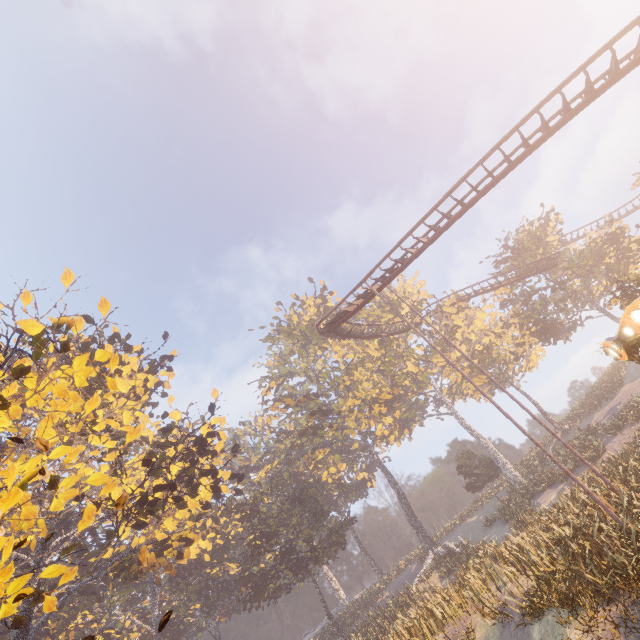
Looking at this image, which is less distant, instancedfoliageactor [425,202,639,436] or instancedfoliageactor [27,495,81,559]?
instancedfoliageactor [27,495,81,559]

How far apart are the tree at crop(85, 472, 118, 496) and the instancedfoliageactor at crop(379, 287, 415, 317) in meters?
36.5 m

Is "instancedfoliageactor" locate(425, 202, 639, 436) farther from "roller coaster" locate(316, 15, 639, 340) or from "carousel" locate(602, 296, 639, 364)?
"roller coaster" locate(316, 15, 639, 340)

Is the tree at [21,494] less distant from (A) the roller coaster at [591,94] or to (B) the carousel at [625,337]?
(B) the carousel at [625,337]

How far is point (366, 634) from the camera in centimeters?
2892cm

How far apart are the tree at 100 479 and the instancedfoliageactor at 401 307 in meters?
36.5

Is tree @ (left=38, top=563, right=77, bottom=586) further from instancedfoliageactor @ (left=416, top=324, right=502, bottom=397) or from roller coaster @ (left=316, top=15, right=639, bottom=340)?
roller coaster @ (left=316, top=15, right=639, bottom=340)

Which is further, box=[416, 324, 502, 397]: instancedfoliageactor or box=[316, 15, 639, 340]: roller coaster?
box=[416, 324, 502, 397]: instancedfoliageactor
